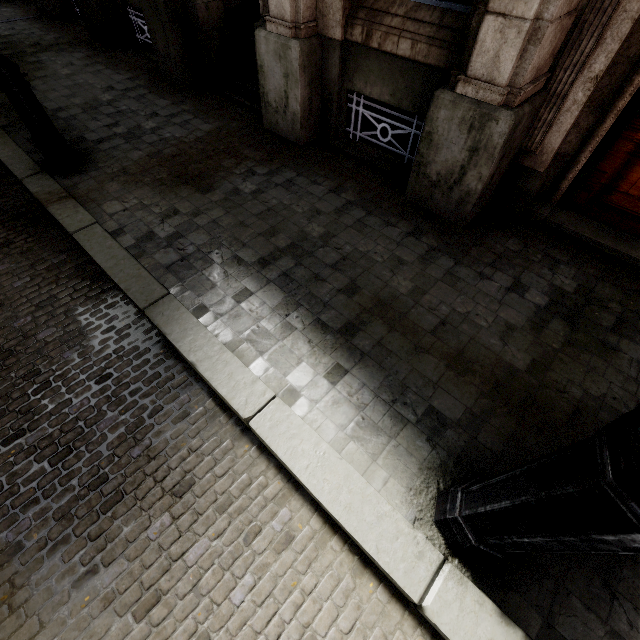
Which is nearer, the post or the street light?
the street light

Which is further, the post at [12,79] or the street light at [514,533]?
the post at [12,79]

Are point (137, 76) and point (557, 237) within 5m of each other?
no
